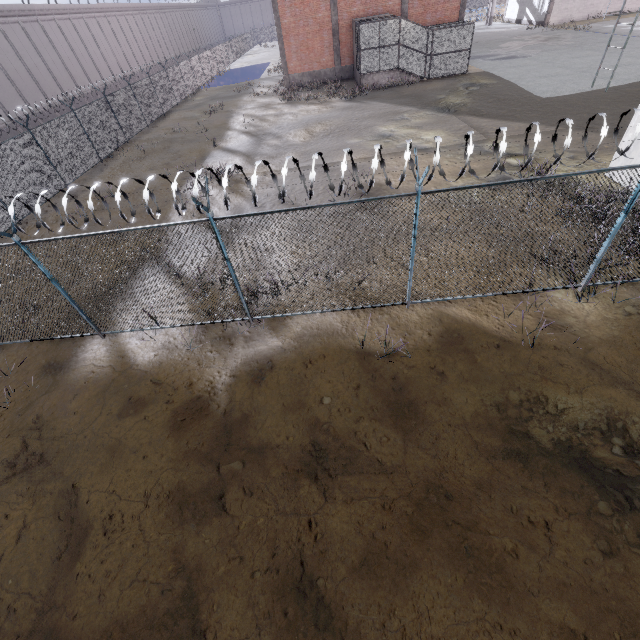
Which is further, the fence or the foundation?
the foundation

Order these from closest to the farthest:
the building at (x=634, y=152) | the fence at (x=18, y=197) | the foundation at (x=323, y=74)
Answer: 1. the fence at (x=18, y=197)
2. the building at (x=634, y=152)
3. the foundation at (x=323, y=74)

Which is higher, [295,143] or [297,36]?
[297,36]

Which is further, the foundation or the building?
the foundation

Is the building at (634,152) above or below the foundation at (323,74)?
above

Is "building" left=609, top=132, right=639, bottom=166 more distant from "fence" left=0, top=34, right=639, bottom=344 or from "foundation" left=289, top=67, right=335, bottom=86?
"foundation" left=289, top=67, right=335, bottom=86

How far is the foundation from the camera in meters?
30.3
